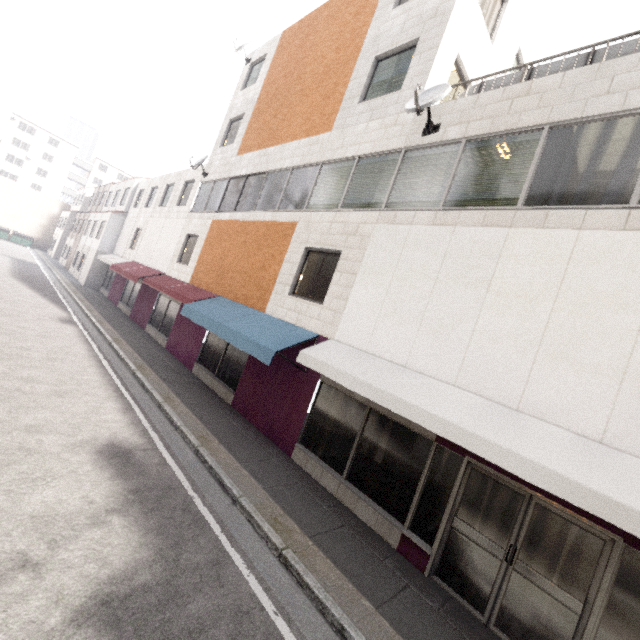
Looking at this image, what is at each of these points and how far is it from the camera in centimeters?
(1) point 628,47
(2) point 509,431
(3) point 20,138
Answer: (1) ducting, 553cm
(2) awning, 448cm
(3) building, 5603cm

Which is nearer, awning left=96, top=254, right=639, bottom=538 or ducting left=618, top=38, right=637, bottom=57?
awning left=96, top=254, right=639, bottom=538

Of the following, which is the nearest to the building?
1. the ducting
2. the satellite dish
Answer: the satellite dish

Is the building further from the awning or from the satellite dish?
the awning

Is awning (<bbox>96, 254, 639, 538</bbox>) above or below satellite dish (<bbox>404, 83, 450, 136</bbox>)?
below

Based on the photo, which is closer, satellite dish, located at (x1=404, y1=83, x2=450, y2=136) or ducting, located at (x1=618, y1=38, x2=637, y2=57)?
ducting, located at (x1=618, y1=38, x2=637, y2=57)

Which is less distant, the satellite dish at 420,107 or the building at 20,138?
the satellite dish at 420,107

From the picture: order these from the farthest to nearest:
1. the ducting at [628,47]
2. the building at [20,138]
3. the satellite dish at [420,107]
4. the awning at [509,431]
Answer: the building at [20,138] < the satellite dish at [420,107] < the ducting at [628,47] < the awning at [509,431]
